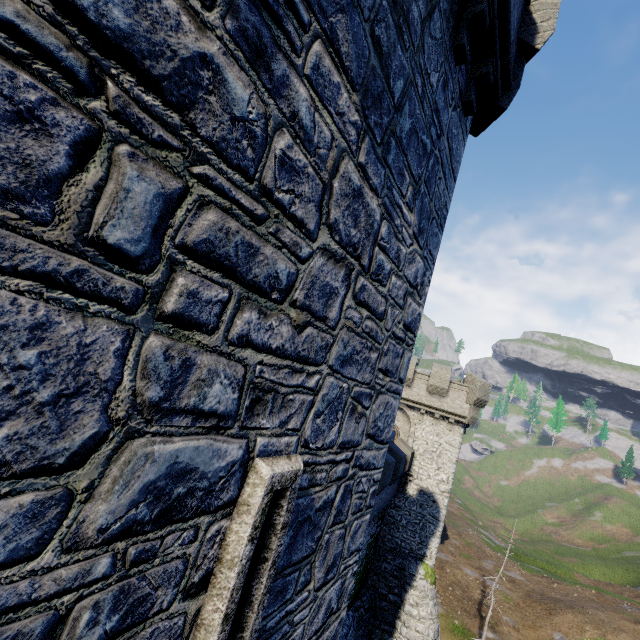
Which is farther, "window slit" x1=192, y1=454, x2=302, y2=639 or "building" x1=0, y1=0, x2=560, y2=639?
"window slit" x1=192, y1=454, x2=302, y2=639

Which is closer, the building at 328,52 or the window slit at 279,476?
the building at 328,52

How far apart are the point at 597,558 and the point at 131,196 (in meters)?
89.62
